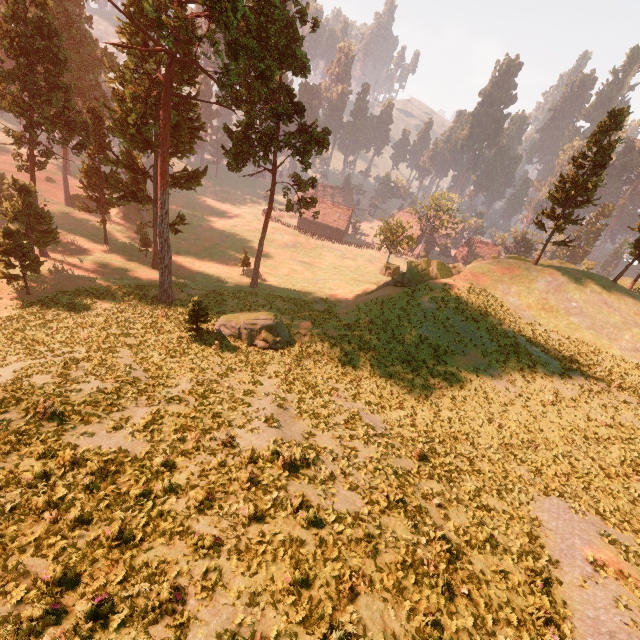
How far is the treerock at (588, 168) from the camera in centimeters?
3186cm

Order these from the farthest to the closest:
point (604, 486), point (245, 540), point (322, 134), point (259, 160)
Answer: point (322, 134) < point (259, 160) < point (604, 486) < point (245, 540)

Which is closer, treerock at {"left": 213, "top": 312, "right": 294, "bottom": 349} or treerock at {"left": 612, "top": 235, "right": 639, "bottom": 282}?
treerock at {"left": 213, "top": 312, "right": 294, "bottom": 349}

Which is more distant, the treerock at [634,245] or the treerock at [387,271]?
the treerock at [387,271]

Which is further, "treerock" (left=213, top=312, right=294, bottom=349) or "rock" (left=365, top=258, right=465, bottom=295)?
"rock" (left=365, top=258, right=465, bottom=295)
